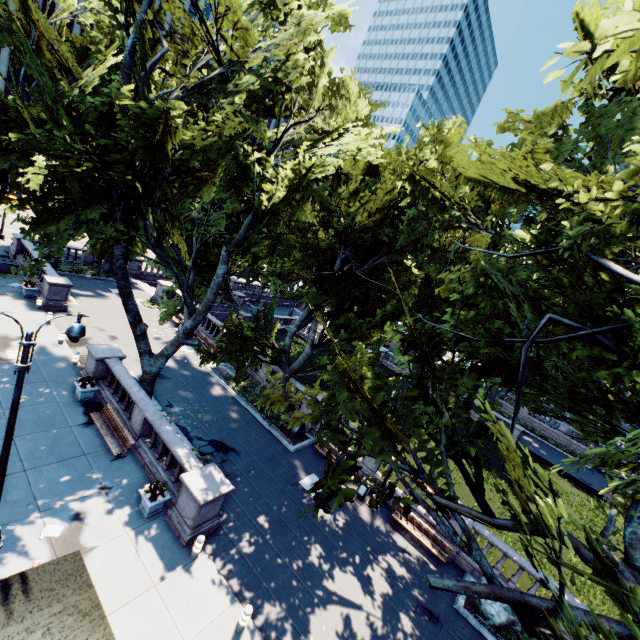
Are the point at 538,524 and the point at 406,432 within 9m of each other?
yes

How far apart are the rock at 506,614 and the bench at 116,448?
16.28m

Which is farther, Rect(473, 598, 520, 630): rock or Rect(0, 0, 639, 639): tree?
Rect(473, 598, 520, 630): rock

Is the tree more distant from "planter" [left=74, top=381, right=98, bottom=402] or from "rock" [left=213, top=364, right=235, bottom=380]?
"rock" [left=213, top=364, right=235, bottom=380]

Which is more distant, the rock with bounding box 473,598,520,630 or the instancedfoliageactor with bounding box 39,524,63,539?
the rock with bounding box 473,598,520,630

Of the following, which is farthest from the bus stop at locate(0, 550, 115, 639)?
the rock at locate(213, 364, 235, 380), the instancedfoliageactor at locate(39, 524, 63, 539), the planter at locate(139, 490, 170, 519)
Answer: the rock at locate(213, 364, 235, 380)

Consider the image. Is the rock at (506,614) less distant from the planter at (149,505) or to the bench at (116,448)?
the planter at (149,505)

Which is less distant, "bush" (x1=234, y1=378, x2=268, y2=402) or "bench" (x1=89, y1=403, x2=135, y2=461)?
"bench" (x1=89, y1=403, x2=135, y2=461)
